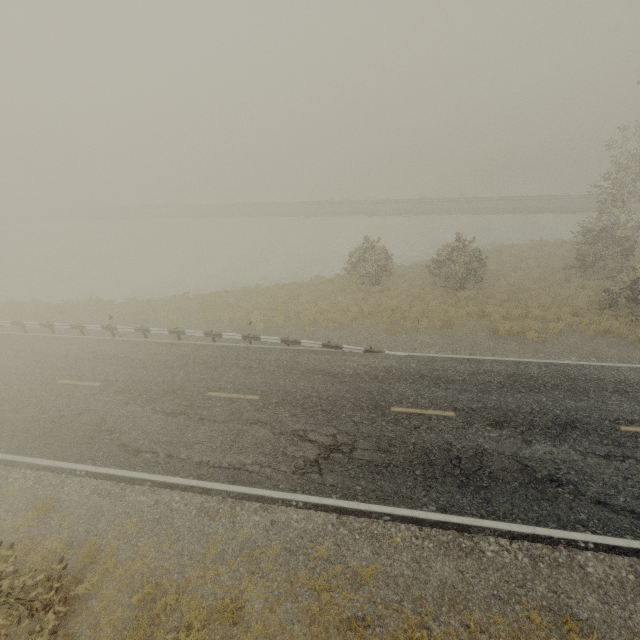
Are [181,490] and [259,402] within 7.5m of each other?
yes
